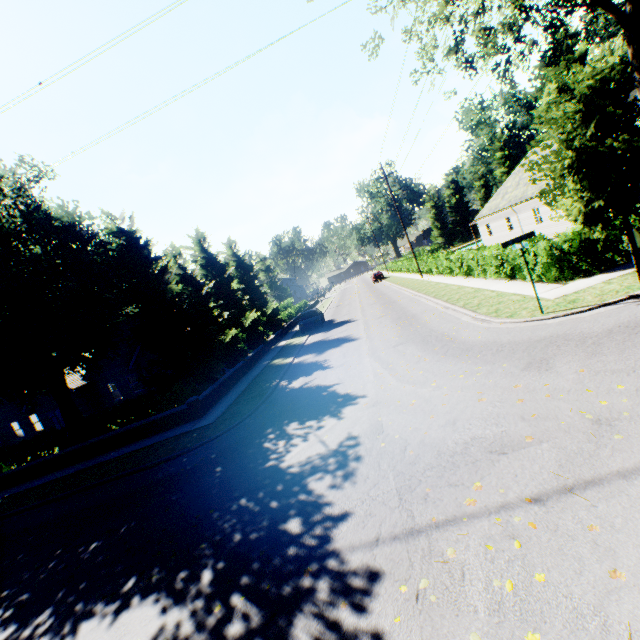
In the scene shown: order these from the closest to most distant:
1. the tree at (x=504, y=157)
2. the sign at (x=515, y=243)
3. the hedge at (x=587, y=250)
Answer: the sign at (x=515, y=243) → the hedge at (x=587, y=250) → the tree at (x=504, y=157)

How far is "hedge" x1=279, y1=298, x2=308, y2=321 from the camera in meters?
38.0

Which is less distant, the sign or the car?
the sign

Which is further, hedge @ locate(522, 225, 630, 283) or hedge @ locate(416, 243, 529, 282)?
hedge @ locate(416, 243, 529, 282)

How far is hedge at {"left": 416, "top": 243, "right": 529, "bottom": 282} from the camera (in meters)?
14.55

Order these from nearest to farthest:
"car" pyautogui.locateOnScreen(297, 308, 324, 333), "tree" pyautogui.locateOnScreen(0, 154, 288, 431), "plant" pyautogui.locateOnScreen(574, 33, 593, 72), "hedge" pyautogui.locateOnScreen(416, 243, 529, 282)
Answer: "tree" pyautogui.locateOnScreen(0, 154, 288, 431)
"hedge" pyautogui.locateOnScreen(416, 243, 529, 282)
"car" pyautogui.locateOnScreen(297, 308, 324, 333)
"plant" pyautogui.locateOnScreen(574, 33, 593, 72)

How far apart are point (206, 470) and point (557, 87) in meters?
14.2 m

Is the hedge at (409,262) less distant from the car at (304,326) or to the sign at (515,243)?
the car at (304,326)
